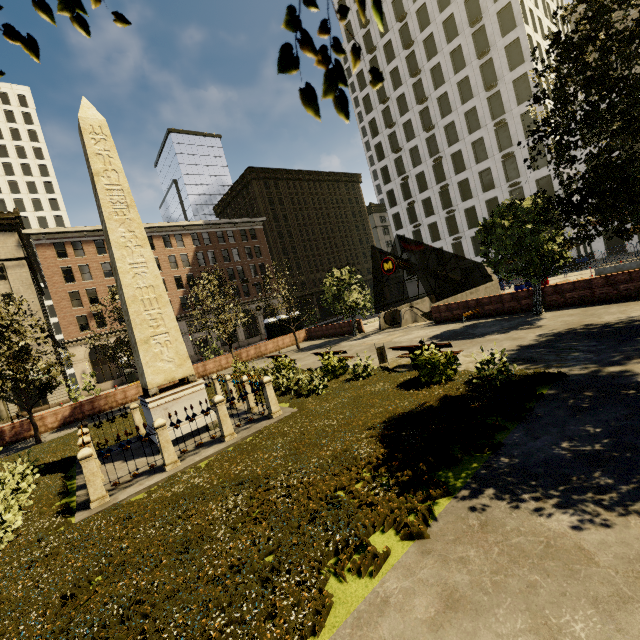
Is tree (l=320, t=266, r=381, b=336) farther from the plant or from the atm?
the atm

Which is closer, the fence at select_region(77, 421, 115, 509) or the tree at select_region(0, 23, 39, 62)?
the tree at select_region(0, 23, 39, 62)

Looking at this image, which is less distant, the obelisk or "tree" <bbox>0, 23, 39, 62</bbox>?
"tree" <bbox>0, 23, 39, 62</bbox>

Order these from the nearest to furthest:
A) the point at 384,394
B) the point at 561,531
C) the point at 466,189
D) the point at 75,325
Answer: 1. the point at 561,531
2. the point at 384,394
3. the point at 75,325
4. the point at 466,189

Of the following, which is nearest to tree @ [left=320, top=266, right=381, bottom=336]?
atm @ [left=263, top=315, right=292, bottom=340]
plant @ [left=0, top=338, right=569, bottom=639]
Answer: plant @ [left=0, top=338, right=569, bottom=639]

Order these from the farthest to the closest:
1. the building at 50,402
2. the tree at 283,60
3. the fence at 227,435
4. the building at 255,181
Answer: the building at 255,181 → the building at 50,402 → the fence at 227,435 → the tree at 283,60

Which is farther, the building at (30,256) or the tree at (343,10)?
the building at (30,256)

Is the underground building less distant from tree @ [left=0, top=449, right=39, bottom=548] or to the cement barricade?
tree @ [left=0, top=449, right=39, bottom=548]
